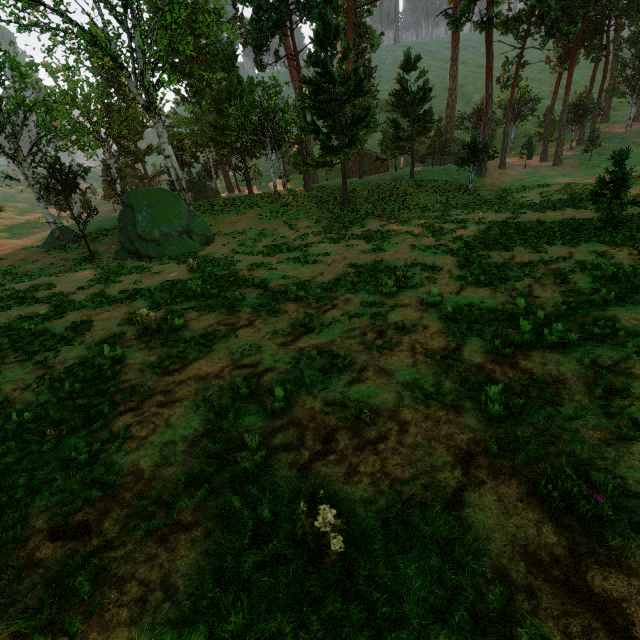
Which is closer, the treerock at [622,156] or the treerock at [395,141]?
the treerock at [622,156]

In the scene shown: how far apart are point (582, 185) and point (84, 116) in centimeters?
5682cm

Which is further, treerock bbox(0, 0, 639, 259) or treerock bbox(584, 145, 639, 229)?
treerock bbox(0, 0, 639, 259)
